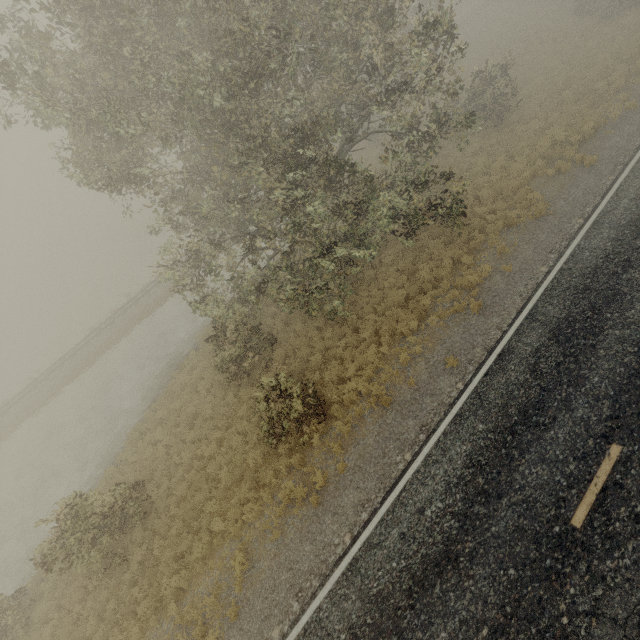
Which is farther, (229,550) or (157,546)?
(157,546)
